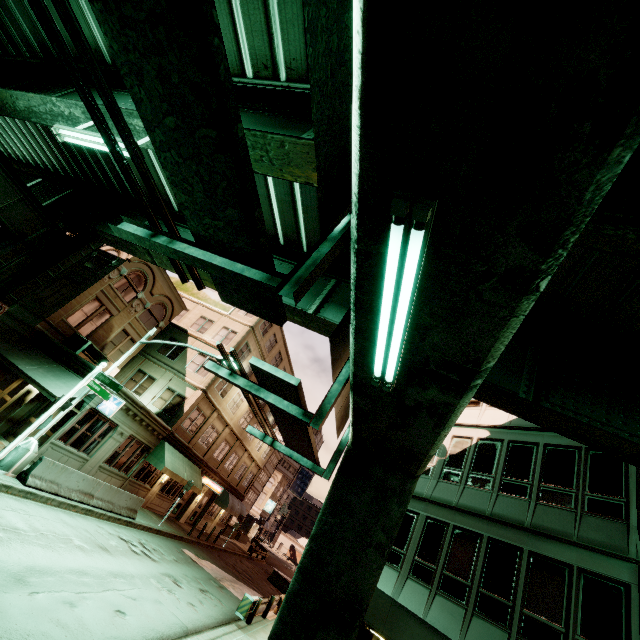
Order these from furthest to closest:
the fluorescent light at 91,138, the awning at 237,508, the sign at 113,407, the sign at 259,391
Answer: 1. the awning at 237,508
2. the sign at 113,407
3. the fluorescent light at 91,138
4. the sign at 259,391

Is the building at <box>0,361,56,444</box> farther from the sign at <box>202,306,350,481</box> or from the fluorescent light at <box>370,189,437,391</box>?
the fluorescent light at <box>370,189,437,391</box>

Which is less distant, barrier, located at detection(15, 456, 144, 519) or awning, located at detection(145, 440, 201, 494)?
barrier, located at detection(15, 456, 144, 519)

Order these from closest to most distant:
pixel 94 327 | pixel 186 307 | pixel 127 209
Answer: pixel 127 209, pixel 94 327, pixel 186 307

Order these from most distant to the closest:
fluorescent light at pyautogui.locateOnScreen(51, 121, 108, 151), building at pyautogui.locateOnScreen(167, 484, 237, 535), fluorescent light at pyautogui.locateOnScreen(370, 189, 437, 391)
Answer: building at pyautogui.locateOnScreen(167, 484, 237, 535) → fluorescent light at pyautogui.locateOnScreen(51, 121, 108, 151) → fluorescent light at pyautogui.locateOnScreen(370, 189, 437, 391)

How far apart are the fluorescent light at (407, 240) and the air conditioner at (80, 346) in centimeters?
2134cm

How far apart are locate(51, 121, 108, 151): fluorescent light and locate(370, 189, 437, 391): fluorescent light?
7.8m

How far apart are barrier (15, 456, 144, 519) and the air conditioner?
7.8m
